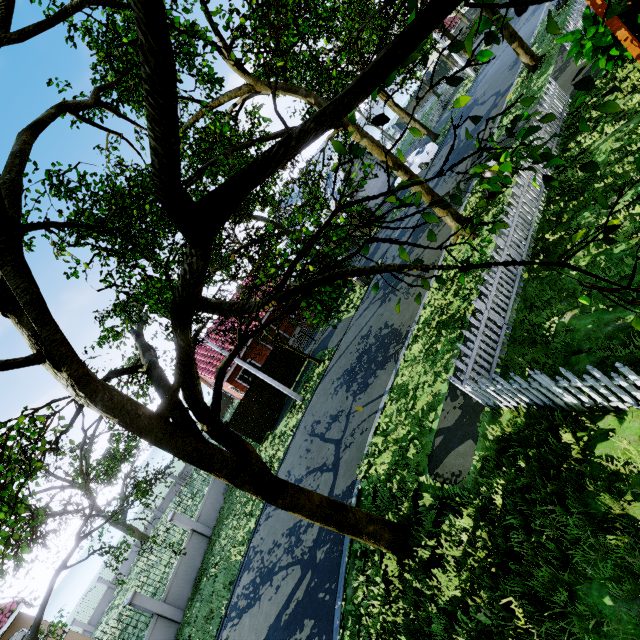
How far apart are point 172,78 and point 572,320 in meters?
7.2 m

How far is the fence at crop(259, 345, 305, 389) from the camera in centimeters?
2062cm

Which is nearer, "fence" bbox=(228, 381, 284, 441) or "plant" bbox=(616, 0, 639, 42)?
"plant" bbox=(616, 0, 639, 42)

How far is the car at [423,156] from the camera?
24.6 meters

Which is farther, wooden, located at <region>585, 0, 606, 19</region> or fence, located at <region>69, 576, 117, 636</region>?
fence, located at <region>69, 576, 117, 636</region>

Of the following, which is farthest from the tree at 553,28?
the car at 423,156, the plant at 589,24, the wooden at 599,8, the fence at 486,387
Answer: the wooden at 599,8

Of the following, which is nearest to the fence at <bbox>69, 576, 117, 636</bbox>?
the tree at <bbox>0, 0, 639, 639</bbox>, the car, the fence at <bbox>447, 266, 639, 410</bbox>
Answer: the tree at <bbox>0, 0, 639, 639</bbox>
